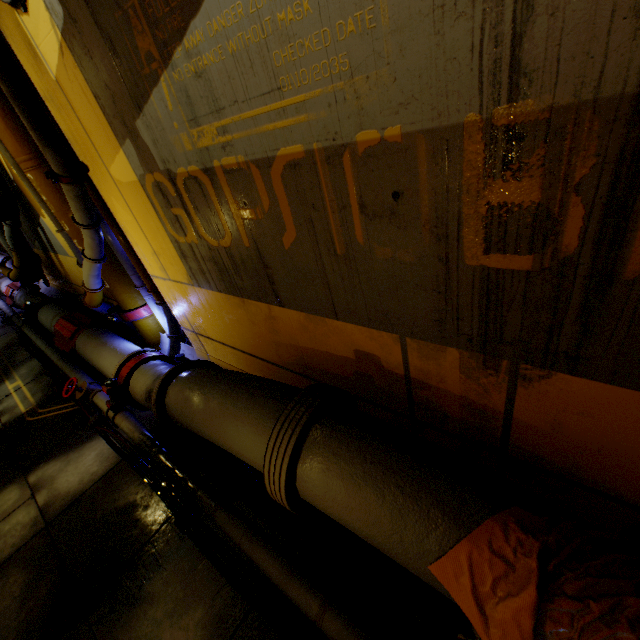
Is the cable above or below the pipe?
below

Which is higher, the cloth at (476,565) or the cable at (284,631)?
the cloth at (476,565)

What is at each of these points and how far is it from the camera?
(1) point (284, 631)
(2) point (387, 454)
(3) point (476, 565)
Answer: (1) cable, 2.70m
(2) pipe, 2.00m
(3) cloth, 1.61m

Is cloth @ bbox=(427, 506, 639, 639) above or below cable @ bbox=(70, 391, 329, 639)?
above

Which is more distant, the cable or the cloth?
the cable

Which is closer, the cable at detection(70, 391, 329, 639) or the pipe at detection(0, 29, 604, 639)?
the pipe at detection(0, 29, 604, 639)

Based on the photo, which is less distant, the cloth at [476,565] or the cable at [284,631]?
the cloth at [476,565]
